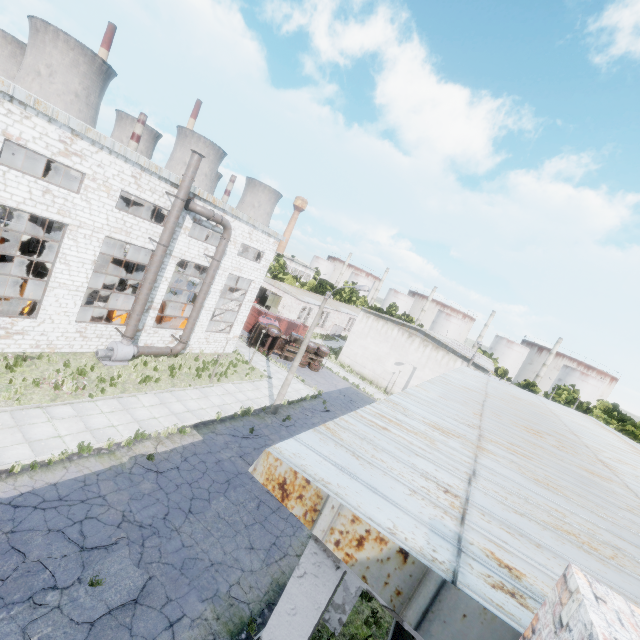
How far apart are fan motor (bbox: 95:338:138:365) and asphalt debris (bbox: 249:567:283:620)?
13.7 meters

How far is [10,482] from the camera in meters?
9.9 m

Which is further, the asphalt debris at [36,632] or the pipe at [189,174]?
the pipe at [189,174]

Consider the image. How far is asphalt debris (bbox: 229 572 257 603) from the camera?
9.7m

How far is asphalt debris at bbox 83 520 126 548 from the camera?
9.32m

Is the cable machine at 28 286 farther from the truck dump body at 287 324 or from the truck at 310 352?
the truck dump body at 287 324

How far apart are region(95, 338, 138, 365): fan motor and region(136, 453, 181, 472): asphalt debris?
6.8m

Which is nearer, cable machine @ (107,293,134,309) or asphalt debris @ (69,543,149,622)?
asphalt debris @ (69,543,149,622)
